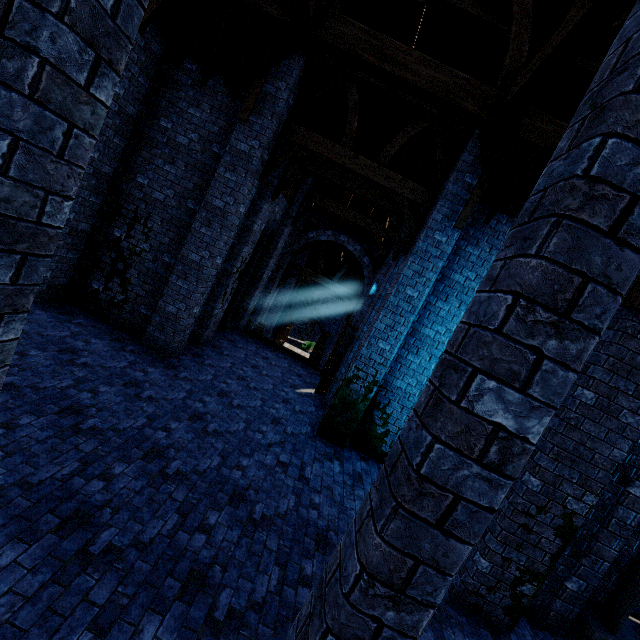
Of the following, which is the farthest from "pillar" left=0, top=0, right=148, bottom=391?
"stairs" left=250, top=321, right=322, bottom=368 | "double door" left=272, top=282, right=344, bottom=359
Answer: "double door" left=272, top=282, right=344, bottom=359

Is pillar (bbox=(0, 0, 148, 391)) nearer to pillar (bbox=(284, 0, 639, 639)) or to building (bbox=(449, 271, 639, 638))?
building (bbox=(449, 271, 639, 638))

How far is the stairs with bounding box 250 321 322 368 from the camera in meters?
14.2

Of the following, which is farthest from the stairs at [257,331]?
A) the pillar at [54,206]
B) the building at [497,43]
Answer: the pillar at [54,206]

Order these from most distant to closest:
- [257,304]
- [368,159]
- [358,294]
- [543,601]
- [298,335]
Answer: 1. [298,335]
2. [358,294]
3. [257,304]
4. [368,159]
5. [543,601]

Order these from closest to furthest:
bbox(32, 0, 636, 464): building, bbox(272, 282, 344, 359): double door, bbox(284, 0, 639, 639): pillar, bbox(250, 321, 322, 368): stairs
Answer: bbox(284, 0, 639, 639): pillar → bbox(32, 0, 636, 464): building → bbox(250, 321, 322, 368): stairs → bbox(272, 282, 344, 359): double door

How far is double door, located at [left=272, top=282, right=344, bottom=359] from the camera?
25.78m

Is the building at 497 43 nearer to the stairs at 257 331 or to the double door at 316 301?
the double door at 316 301
